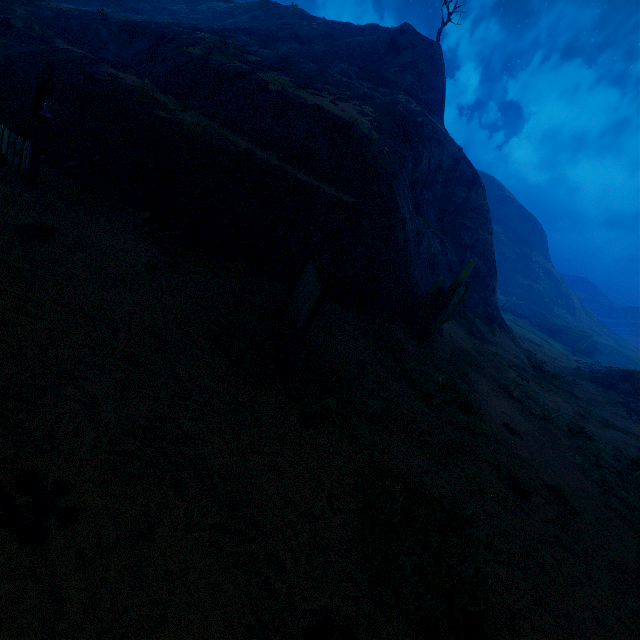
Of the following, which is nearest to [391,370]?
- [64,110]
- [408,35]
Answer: [64,110]

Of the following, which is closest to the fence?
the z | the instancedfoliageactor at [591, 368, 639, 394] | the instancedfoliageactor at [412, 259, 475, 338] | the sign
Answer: the z

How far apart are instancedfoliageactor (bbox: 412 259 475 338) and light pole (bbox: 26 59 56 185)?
13.5m

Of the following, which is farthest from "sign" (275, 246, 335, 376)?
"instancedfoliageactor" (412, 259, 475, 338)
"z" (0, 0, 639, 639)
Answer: "instancedfoliageactor" (412, 259, 475, 338)

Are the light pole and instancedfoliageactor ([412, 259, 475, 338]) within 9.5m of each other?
no

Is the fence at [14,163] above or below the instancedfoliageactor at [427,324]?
below

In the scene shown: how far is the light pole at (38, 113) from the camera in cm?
709

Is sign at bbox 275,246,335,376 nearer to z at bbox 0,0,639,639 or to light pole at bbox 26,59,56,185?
z at bbox 0,0,639,639
